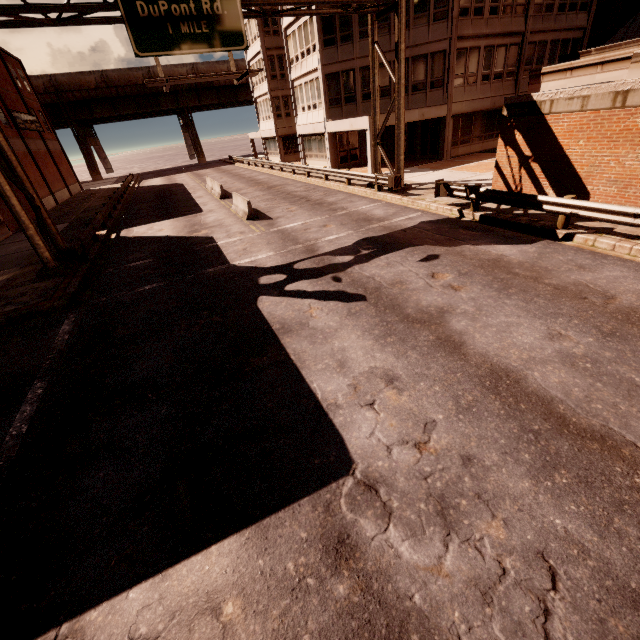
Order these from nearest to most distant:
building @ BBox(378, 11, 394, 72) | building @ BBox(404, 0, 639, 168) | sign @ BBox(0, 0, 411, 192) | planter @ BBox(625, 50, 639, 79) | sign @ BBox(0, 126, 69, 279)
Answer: planter @ BBox(625, 50, 639, 79) < sign @ BBox(0, 0, 411, 192) < sign @ BBox(0, 126, 69, 279) < building @ BBox(404, 0, 639, 168) < building @ BBox(378, 11, 394, 72)

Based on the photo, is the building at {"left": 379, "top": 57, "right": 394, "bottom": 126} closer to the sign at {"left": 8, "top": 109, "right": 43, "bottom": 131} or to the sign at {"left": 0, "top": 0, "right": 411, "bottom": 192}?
the sign at {"left": 0, "top": 0, "right": 411, "bottom": 192}

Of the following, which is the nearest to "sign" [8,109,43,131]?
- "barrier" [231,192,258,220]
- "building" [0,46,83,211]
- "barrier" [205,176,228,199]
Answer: "building" [0,46,83,211]

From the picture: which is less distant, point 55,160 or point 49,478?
point 49,478

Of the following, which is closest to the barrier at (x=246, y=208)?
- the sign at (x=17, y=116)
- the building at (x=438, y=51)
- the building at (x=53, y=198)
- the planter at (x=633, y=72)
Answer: the building at (x=438, y=51)

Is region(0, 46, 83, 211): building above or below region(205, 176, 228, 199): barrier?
above

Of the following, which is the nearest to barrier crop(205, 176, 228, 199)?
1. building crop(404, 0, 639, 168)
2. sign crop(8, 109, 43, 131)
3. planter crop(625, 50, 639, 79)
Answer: building crop(404, 0, 639, 168)

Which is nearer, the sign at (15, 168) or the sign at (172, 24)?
the sign at (172, 24)
